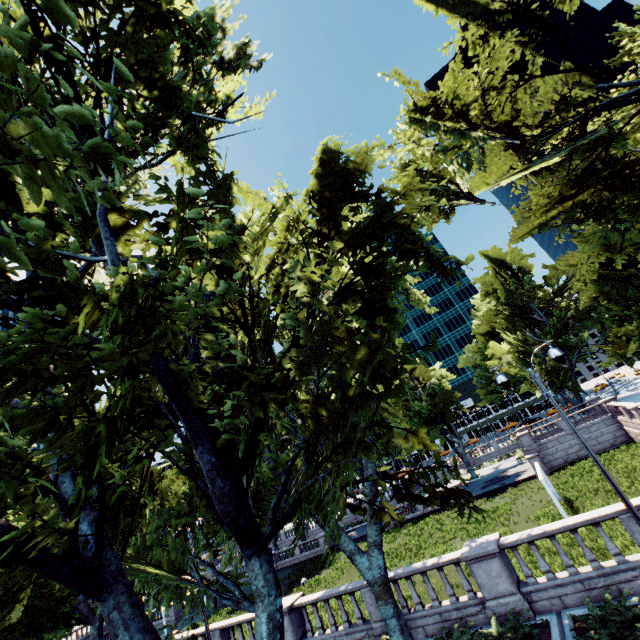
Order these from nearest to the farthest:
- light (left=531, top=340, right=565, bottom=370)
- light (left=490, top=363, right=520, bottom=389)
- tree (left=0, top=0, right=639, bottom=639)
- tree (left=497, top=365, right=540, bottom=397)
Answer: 1. tree (left=0, top=0, right=639, bottom=639)
2. light (left=531, top=340, right=565, bottom=370)
3. light (left=490, top=363, right=520, bottom=389)
4. tree (left=497, top=365, right=540, bottom=397)

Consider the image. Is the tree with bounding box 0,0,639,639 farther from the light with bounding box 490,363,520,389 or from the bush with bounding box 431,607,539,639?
the light with bounding box 490,363,520,389

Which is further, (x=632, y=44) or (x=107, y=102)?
(x=632, y=44)

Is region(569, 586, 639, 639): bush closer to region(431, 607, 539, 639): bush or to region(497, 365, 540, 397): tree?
region(431, 607, 539, 639): bush

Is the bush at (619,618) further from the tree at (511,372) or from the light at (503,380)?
the tree at (511,372)

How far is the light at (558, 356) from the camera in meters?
10.6

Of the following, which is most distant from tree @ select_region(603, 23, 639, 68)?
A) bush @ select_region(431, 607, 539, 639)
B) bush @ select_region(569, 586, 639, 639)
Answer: bush @ select_region(569, 586, 639, 639)

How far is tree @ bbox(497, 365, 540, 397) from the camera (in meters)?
44.78
